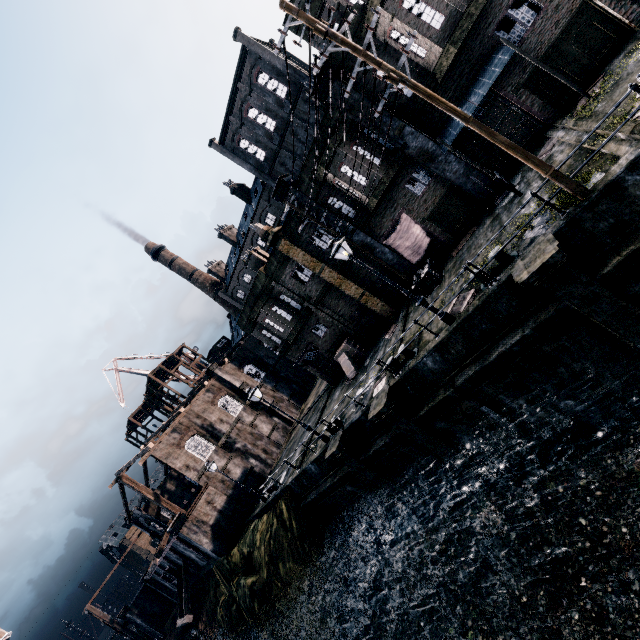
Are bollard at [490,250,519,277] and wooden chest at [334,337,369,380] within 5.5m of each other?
no

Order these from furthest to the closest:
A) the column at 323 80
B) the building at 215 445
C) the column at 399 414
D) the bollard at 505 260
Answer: the building at 215 445 → the column at 323 80 → the column at 399 414 → the bollard at 505 260

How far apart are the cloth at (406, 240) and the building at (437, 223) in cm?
1

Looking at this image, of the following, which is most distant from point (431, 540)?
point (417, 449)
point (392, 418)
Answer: point (392, 418)

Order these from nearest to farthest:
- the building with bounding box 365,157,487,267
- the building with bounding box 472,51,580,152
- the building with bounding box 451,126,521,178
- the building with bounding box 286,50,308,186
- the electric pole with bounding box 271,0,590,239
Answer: the electric pole with bounding box 271,0,590,239 → the building with bounding box 472,51,580,152 → the building with bounding box 451,126,521,178 → the building with bounding box 365,157,487,267 → the building with bounding box 286,50,308,186

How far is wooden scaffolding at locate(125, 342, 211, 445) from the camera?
53.1 meters

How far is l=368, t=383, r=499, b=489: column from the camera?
14.61m

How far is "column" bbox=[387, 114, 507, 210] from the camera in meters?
16.8 m
